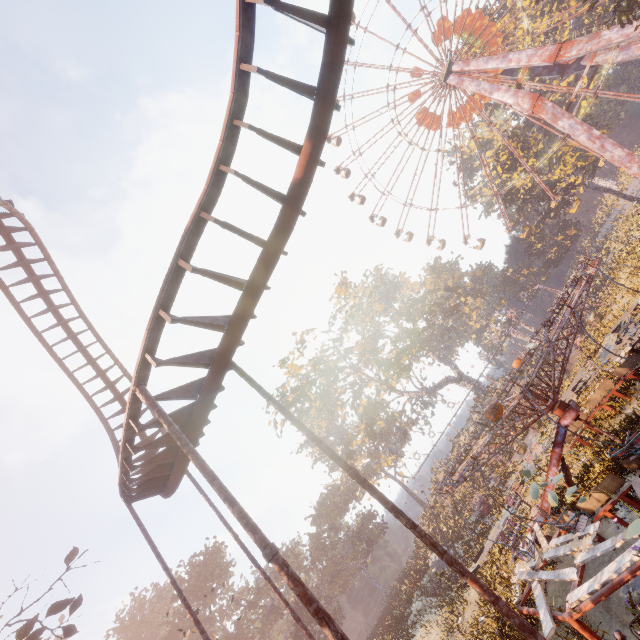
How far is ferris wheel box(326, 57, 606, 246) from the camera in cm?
3866

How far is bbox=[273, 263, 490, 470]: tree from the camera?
38.7m

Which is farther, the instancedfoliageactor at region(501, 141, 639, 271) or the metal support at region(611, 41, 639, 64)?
the instancedfoliageactor at region(501, 141, 639, 271)

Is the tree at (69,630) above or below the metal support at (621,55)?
above

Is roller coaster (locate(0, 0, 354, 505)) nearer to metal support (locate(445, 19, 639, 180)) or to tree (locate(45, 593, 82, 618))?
tree (locate(45, 593, 82, 618))

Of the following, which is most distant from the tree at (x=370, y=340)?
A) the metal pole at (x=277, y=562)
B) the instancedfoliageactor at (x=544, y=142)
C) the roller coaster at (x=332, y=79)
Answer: the metal pole at (x=277, y=562)

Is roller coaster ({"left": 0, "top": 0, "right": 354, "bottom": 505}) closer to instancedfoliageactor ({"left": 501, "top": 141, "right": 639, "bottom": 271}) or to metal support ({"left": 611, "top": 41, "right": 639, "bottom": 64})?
metal support ({"left": 611, "top": 41, "right": 639, "bottom": 64})

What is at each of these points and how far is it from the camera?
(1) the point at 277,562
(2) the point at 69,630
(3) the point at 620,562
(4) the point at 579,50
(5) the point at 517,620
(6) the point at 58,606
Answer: (1) metal pole, 4.2 meters
(2) tree, 11.0 meters
(3) merry-go-round, 6.4 meters
(4) metal support, 31.1 meters
(5) metal pole, 4.5 meters
(6) tree, 10.9 meters
